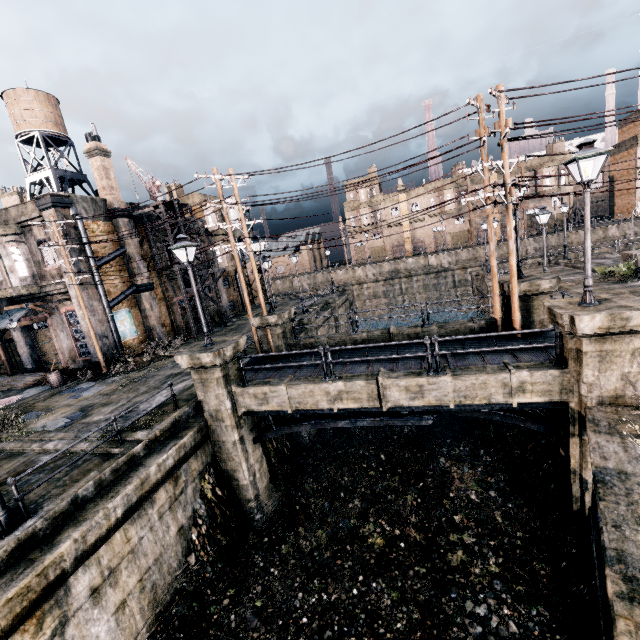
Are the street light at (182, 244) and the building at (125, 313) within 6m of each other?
no

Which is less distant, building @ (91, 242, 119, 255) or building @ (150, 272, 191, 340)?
building @ (91, 242, 119, 255)

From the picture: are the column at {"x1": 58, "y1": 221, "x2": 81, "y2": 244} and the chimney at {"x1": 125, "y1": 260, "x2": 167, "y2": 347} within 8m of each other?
yes

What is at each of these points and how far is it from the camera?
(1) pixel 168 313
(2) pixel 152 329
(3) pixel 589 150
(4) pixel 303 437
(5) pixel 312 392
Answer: (1) building, 29.5m
(2) chimney, 26.5m
(3) street light, 8.1m
(4) column, 18.9m
(5) column, 11.7m

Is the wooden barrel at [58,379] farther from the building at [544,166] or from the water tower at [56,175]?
the building at [544,166]

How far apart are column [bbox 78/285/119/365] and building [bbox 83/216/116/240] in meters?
0.0 m

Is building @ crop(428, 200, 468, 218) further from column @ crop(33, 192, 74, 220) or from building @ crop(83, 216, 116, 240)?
column @ crop(33, 192, 74, 220)

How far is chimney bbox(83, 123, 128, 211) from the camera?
23.9m
